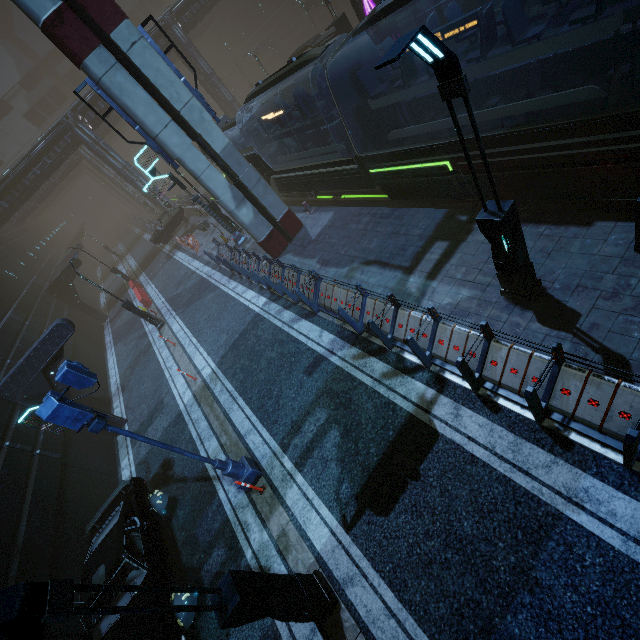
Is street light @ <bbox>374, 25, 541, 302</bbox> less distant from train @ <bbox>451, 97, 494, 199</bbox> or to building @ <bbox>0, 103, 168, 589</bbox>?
building @ <bbox>0, 103, 168, 589</bbox>

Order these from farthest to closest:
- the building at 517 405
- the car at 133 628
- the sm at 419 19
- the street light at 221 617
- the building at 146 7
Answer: the building at 146 7, the sm at 419 19, the car at 133 628, the building at 517 405, the street light at 221 617

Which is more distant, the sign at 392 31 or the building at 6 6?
the building at 6 6

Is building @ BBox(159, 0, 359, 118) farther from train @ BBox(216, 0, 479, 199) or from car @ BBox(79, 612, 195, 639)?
car @ BBox(79, 612, 195, 639)

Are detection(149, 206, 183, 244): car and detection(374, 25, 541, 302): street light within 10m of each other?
no

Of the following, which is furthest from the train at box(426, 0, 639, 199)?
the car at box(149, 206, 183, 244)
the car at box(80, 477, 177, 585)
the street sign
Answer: the car at box(80, 477, 177, 585)

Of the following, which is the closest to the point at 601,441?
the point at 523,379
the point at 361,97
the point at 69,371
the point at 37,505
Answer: the point at 523,379

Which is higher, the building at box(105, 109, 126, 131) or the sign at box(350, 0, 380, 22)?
the building at box(105, 109, 126, 131)
